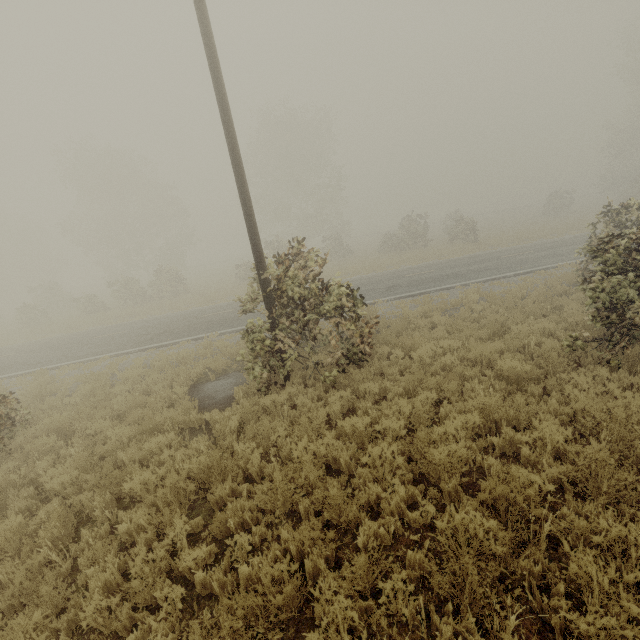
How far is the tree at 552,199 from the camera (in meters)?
34.22

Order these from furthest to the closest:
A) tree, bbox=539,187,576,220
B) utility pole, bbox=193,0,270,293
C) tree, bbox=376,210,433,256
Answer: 1. tree, bbox=539,187,576,220
2. tree, bbox=376,210,433,256
3. utility pole, bbox=193,0,270,293

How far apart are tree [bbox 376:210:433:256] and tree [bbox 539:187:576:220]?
17.7m

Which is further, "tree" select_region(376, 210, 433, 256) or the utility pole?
"tree" select_region(376, 210, 433, 256)

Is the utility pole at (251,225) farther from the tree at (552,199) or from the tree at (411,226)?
the tree at (552,199)

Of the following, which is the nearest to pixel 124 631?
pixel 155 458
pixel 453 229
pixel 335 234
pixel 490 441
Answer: pixel 155 458

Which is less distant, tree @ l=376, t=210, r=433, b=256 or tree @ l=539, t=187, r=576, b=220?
tree @ l=376, t=210, r=433, b=256

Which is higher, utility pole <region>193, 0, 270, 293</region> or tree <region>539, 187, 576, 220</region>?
utility pole <region>193, 0, 270, 293</region>
